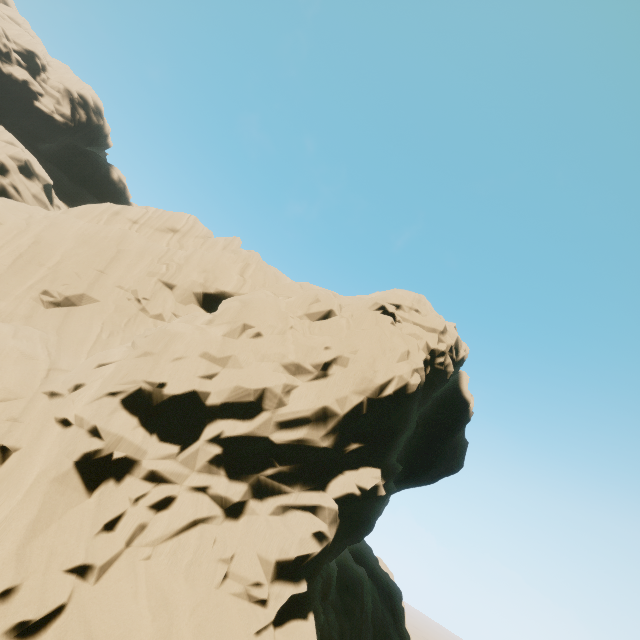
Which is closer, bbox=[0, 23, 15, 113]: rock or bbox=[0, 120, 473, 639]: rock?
bbox=[0, 120, 473, 639]: rock

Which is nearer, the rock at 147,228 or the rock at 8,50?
the rock at 147,228

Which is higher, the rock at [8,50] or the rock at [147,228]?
the rock at [8,50]

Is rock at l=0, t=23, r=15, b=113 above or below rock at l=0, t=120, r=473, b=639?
above

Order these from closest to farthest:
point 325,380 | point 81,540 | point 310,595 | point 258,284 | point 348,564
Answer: point 81,540 < point 310,595 < point 325,380 < point 258,284 < point 348,564
